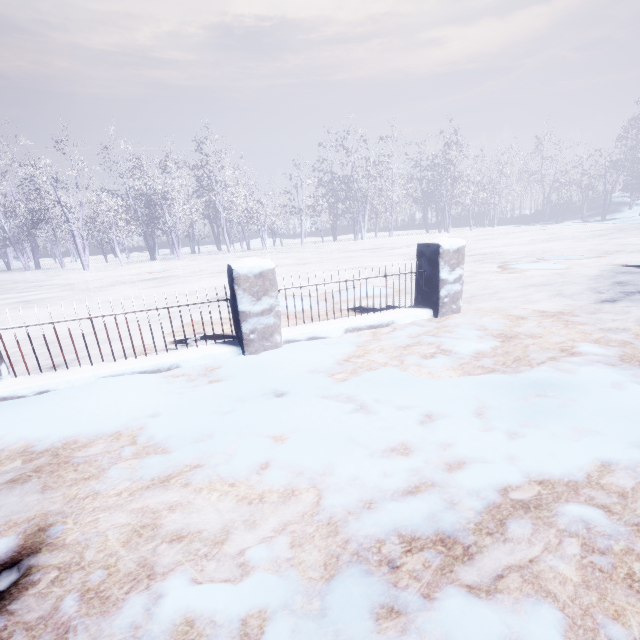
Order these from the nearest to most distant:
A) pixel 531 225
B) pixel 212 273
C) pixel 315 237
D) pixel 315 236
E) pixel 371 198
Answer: pixel 212 273 → pixel 371 198 → pixel 531 225 → pixel 315 237 → pixel 315 236
